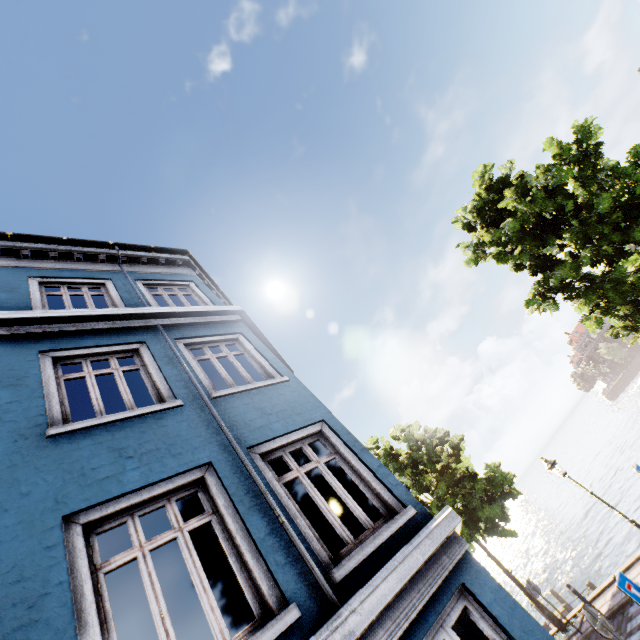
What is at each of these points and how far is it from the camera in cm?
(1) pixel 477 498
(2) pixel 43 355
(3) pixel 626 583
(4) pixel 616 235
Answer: (1) tree, 1374
(2) building, 497
(3) sign, 611
(4) tree, 914

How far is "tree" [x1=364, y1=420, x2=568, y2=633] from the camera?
13.6m

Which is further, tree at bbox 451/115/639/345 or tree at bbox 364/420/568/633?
tree at bbox 364/420/568/633

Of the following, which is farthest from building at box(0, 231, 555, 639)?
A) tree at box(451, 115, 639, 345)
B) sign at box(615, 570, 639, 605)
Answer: tree at box(451, 115, 639, 345)

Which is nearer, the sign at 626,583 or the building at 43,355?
the building at 43,355

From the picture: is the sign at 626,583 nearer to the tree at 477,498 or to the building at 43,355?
the building at 43,355

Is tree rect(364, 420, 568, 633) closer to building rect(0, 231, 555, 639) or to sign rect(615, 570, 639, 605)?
building rect(0, 231, 555, 639)
